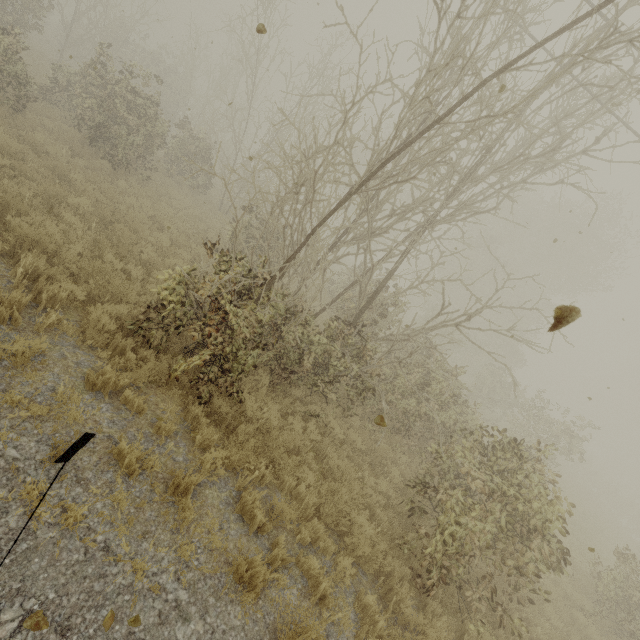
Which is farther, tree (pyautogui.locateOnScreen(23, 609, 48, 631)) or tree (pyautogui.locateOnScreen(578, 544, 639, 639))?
tree (pyautogui.locateOnScreen(578, 544, 639, 639))

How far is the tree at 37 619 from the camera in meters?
2.7

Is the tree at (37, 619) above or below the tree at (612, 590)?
below

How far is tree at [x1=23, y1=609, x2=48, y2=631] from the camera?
2.7 meters

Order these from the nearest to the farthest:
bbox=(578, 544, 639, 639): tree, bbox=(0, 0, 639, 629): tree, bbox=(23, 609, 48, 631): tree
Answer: bbox=(23, 609, 48, 631): tree
bbox=(0, 0, 639, 629): tree
bbox=(578, 544, 639, 639): tree

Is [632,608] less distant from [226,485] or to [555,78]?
[226,485]

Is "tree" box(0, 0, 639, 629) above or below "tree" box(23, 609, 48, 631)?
above
